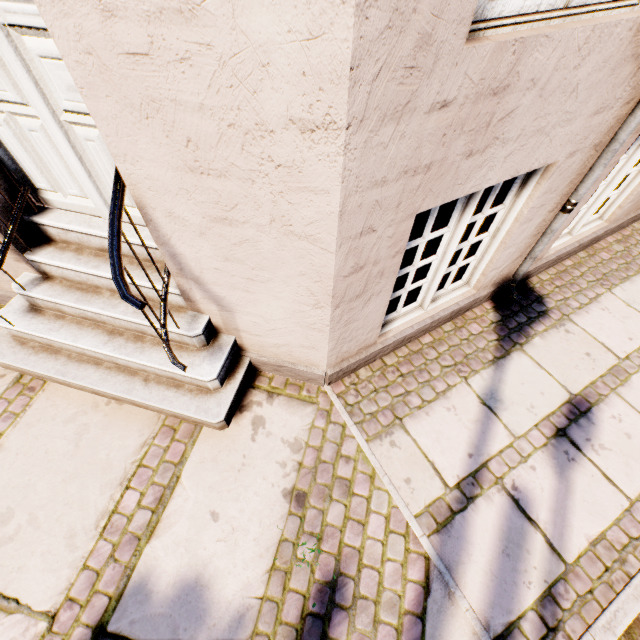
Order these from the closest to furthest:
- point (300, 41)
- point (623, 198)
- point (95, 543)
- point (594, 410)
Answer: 1. point (300, 41)
2. point (95, 543)
3. point (594, 410)
4. point (623, 198)
